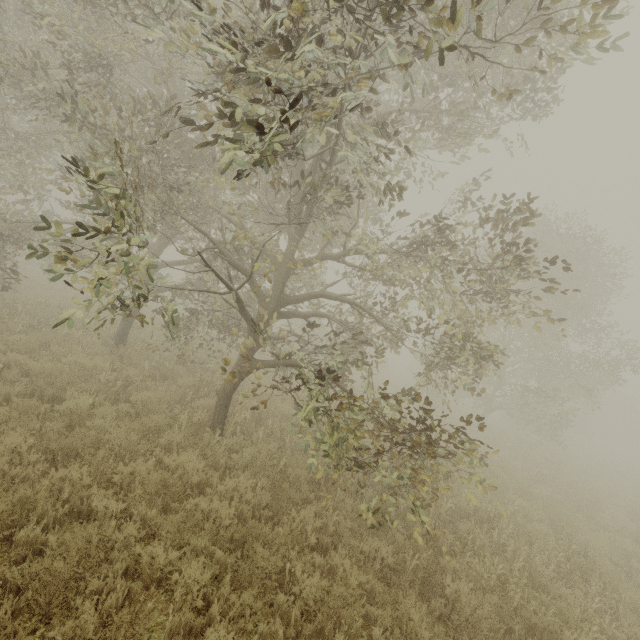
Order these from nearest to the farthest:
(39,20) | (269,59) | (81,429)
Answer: (269,59), (81,429), (39,20)
